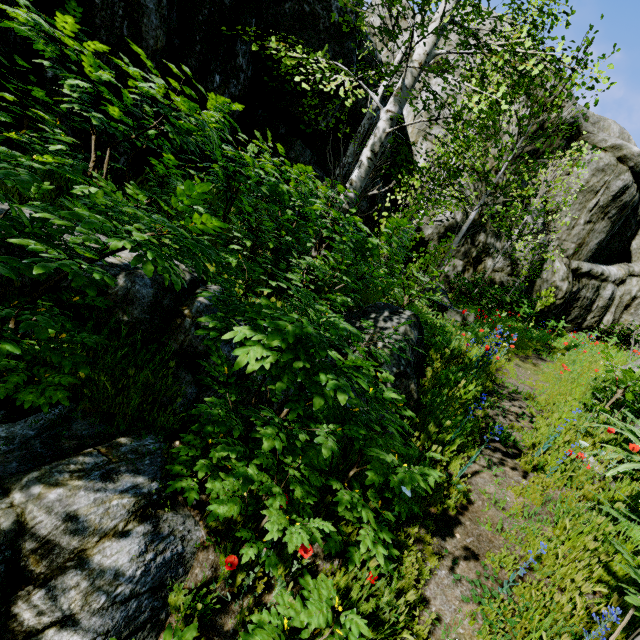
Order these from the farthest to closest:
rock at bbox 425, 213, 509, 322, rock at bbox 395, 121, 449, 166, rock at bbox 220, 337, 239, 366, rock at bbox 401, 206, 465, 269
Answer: rock at bbox 401, 206, 465, 269 → rock at bbox 395, 121, 449, 166 → rock at bbox 425, 213, 509, 322 → rock at bbox 220, 337, 239, 366

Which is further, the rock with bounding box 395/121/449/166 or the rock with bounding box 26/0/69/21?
the rock with bounding box 395/121/449/166

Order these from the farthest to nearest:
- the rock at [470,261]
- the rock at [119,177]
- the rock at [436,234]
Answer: the rock at [436,234], the rock at [470,261], the rock at [119,177]

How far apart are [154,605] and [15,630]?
0.6 meters

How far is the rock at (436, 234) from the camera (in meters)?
13.56

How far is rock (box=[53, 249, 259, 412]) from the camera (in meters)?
2.67
